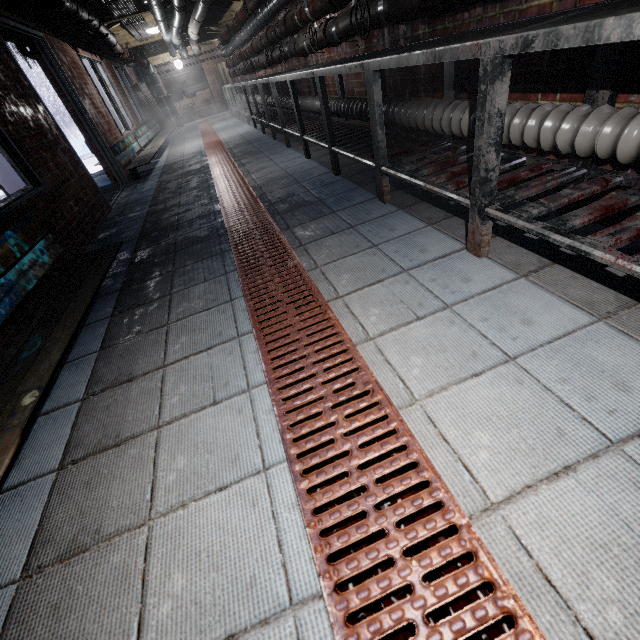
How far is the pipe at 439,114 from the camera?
1.92m

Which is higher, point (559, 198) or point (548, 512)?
point (559, 198)

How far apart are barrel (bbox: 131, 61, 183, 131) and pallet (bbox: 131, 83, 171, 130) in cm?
78

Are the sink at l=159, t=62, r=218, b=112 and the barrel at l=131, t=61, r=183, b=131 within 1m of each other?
yes

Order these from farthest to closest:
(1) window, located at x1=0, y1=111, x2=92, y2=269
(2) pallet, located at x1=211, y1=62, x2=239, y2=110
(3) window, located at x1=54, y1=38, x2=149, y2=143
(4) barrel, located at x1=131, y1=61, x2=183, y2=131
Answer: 1. (2) pallet, located at x1=211, y1=62, x2=239, y2=110
2. (4) barrel, located at x1=131, y1=61, x2=183, y2=131
3. (3) window, located at x1=54, y1=38, x2=149, y2=143
4. (1) window, located at x1=0, y1=111, x2=92, y2=269

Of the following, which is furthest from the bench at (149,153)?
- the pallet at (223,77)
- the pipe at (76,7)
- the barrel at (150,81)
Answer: the pallet at (223,77)

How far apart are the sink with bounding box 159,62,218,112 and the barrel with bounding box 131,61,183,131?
0.1 meters

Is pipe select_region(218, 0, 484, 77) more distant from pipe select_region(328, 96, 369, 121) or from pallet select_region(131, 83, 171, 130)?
pallet select_region(131, 83, 171, 130)
